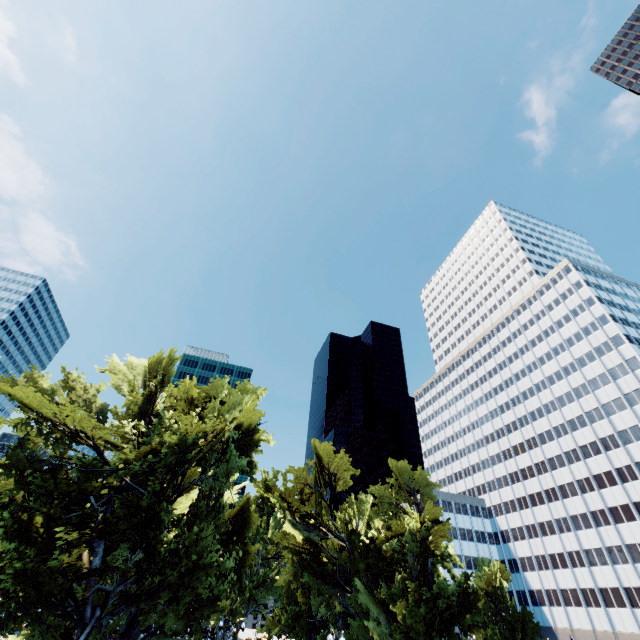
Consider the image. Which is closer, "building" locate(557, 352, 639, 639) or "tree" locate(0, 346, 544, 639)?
"tree" locate(0, 346, 544, 639)

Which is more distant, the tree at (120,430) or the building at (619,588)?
the building at (619,588)

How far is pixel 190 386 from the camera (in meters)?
28.05
